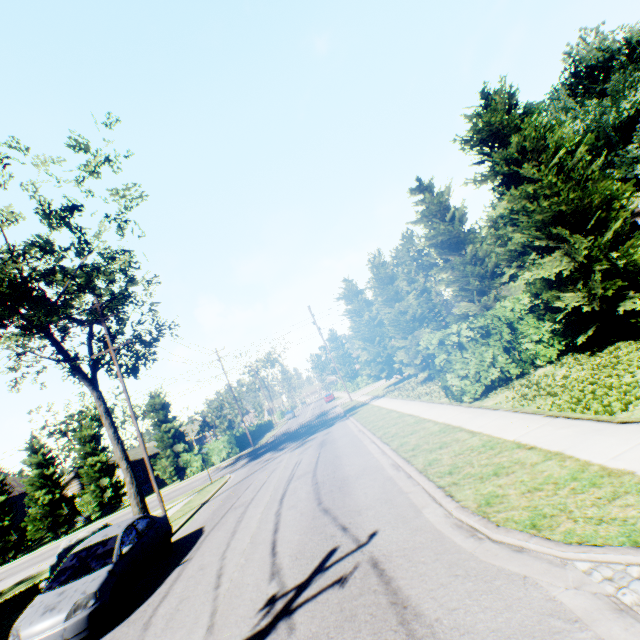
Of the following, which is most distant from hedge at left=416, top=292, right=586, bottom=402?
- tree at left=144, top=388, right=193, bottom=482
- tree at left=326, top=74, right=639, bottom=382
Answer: tree at left=144, top=388, right=193, bottom=482

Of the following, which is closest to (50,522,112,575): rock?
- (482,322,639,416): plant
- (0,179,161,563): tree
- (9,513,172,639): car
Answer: (9,513,172,639): car

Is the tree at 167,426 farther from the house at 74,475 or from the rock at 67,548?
the rock at 67,548

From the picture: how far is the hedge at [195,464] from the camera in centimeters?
3494cm

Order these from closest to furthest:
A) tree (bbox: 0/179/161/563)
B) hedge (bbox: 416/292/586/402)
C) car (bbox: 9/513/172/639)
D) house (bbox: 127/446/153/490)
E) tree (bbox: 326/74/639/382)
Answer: car (bbox: 9/513/172/639), tree (bbox: 326/74/639/382), hedge (bbox: 416/292/586/402), tree (bbox: 0/179/161/563), house (bbox: 127/446/153/490)

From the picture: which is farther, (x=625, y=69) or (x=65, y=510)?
(x=625, y=69)

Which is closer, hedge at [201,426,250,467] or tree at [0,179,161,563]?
tree at [0,179,161,563]

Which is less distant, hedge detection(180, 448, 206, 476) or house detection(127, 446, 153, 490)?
hedge detection(180, 448, 206, 476)
